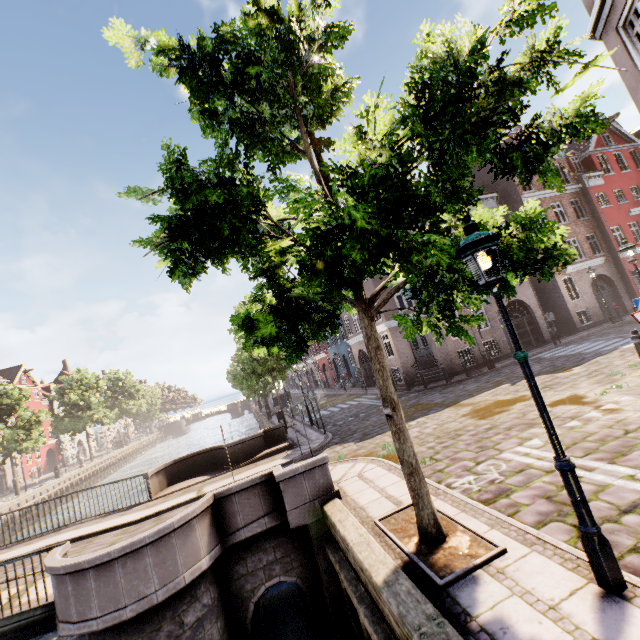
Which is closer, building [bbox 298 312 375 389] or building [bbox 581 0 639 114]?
building [bbox 581 0 639 114]

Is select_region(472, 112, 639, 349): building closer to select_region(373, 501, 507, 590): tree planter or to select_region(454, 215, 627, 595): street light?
select_region(454, 215, 627, 595): street light

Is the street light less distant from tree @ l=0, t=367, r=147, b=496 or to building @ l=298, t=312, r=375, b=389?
tree @ l=0, t=367, r=147, b=496

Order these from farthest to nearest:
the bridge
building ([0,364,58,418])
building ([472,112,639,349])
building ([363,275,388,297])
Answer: building ([0,364,58,418]) → building ([472,112,639,349]) → building ([363,275,388,297]) → the bridge

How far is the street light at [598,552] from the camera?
3.1 meters

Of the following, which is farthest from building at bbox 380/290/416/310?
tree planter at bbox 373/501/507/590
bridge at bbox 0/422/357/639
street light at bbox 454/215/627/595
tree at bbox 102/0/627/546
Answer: bridge at bbox 0/422/357/639

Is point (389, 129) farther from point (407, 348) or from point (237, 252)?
point (407, 348)

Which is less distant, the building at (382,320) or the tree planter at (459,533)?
the tree planter at (459,533)
